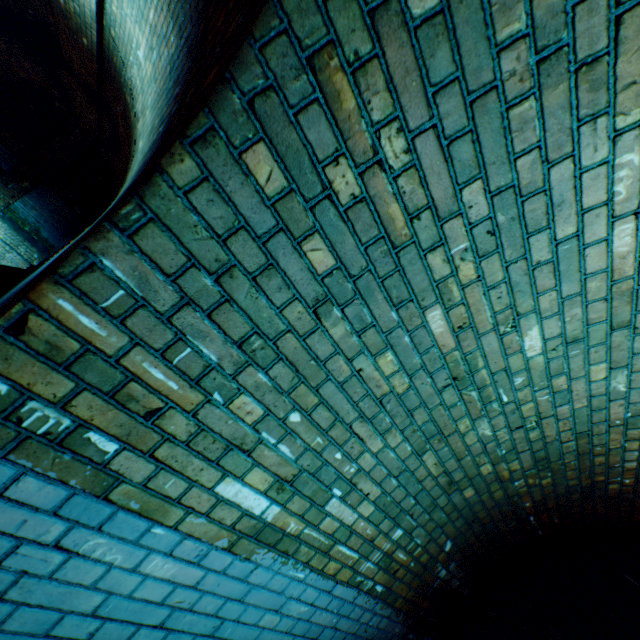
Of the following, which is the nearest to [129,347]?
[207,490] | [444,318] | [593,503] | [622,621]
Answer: [207,490]
